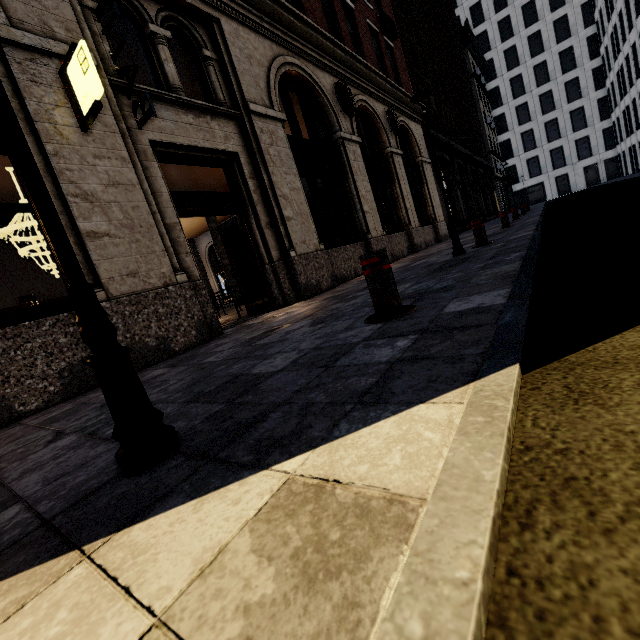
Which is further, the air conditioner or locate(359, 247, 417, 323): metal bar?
the air conditioner

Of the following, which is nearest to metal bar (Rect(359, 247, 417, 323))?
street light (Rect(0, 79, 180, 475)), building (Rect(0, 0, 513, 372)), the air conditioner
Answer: street light (Rect(0, 79, 180, 475))

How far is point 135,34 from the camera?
5.6 meters

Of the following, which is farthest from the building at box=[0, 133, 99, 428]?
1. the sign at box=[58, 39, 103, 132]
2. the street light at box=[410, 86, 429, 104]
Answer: the street light at box=[410, 86, 429, 104]

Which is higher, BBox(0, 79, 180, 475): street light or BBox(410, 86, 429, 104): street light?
BBox(410, 86, 429, 104): street light

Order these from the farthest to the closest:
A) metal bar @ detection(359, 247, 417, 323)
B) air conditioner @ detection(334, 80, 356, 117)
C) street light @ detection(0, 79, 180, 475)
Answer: air conditioner @ detection(334, 80, 356, 117) → metal bar @ detection(359, 247, 417, 323) → street light @ detection(0, 79, 180, 475)

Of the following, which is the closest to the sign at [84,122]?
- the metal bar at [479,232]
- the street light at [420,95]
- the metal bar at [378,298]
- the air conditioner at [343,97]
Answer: the metal bar at [378,298]

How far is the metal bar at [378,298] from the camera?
2.6m
